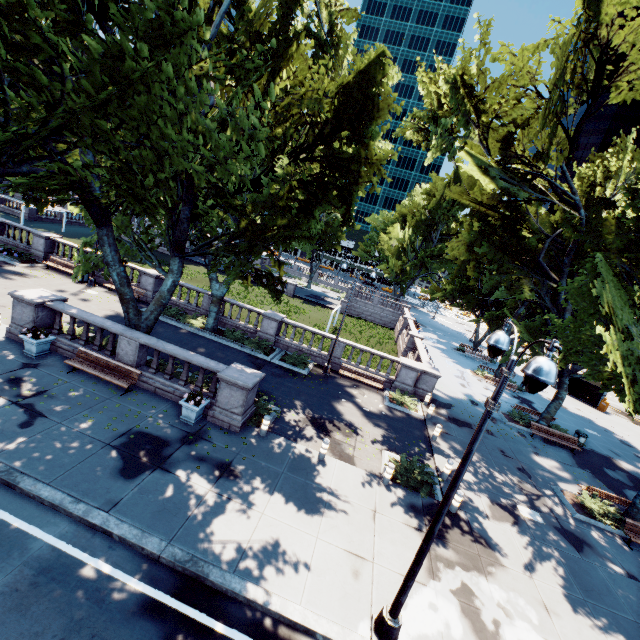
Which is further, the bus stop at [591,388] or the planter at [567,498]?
the bus stop at [591,388]

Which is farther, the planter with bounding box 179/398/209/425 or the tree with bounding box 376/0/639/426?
the tree with bounding box 376/0/639/426

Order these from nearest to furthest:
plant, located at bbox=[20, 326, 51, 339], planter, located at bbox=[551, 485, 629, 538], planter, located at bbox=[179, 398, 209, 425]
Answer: planter, located at bbox=[179, 398, 209, 425], plant, located at bbox=[20, 326, 51, 339], planter, located at bbox=[551, 485, 629, 538]

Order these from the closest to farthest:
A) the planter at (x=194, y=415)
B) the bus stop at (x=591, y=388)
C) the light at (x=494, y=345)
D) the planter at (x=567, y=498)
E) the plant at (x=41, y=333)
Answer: the light at (x=494, y=345), the planter at (x=194, y=415), the plant at (x=41, y=333), the planter at (x=567, y=498), the bus stop at (x=591, y=388)

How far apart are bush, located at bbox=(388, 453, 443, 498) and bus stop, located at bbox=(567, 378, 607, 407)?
31.08m

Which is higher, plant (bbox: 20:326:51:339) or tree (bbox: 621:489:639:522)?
plant (bbox: 20:326:51:339)

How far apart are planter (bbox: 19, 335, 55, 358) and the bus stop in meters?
45.1

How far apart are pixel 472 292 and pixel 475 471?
28.2m
